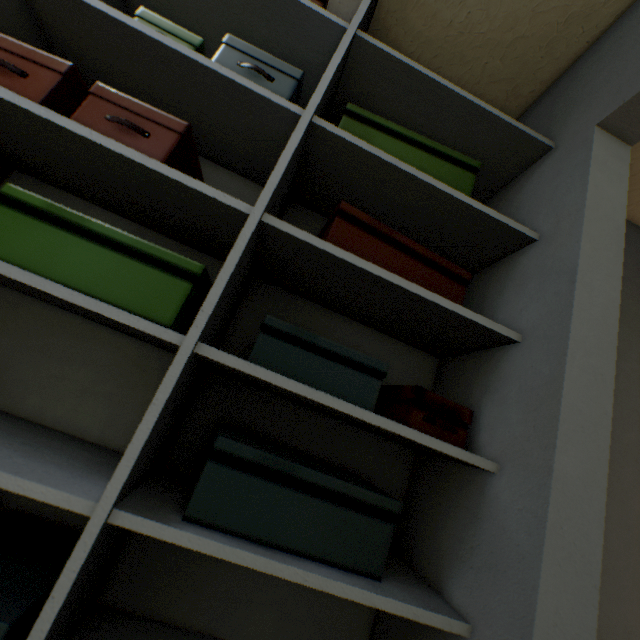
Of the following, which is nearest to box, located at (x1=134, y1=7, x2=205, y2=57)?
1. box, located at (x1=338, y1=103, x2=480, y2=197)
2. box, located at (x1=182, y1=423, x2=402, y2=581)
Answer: box, located at (x1=338, y1=103, x2=480, y2=197)

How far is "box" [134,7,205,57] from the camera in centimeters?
78cm

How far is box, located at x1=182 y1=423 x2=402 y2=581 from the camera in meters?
0.6

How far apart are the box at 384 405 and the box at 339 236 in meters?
0.2 m

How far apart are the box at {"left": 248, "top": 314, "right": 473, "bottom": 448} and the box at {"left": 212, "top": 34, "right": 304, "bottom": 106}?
0.56m

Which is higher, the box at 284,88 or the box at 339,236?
the box at 284,88

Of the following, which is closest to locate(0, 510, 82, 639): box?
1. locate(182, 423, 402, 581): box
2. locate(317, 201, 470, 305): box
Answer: locate(182, 423, 402, 581): box

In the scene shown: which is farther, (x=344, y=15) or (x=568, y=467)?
(x=344, y=15)
